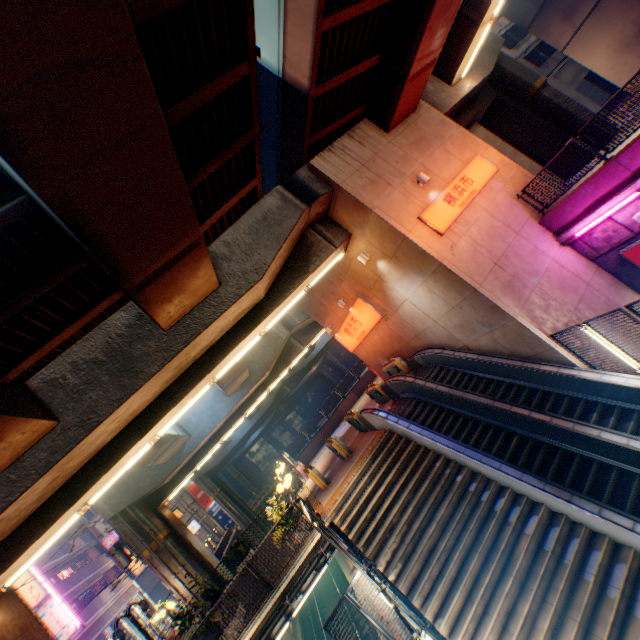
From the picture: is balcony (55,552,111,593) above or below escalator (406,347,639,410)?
above

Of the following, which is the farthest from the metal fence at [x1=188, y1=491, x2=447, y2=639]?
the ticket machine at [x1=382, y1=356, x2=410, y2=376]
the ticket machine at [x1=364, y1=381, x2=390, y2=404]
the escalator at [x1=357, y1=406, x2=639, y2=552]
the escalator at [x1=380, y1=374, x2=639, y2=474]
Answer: the ticket machine at [x1=382, y1=356, x2=410, y2=376]

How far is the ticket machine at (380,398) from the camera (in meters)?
16.83

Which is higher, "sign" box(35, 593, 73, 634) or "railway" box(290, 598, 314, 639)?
"sign" box(35, 593, 73, 634)

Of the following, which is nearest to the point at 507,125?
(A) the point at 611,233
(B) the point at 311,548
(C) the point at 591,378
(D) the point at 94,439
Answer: (A) the point at 611,233

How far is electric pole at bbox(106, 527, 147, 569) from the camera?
21.6m

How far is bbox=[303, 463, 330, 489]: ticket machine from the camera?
14.9m

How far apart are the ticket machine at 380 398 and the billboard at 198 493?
43.6 meters
